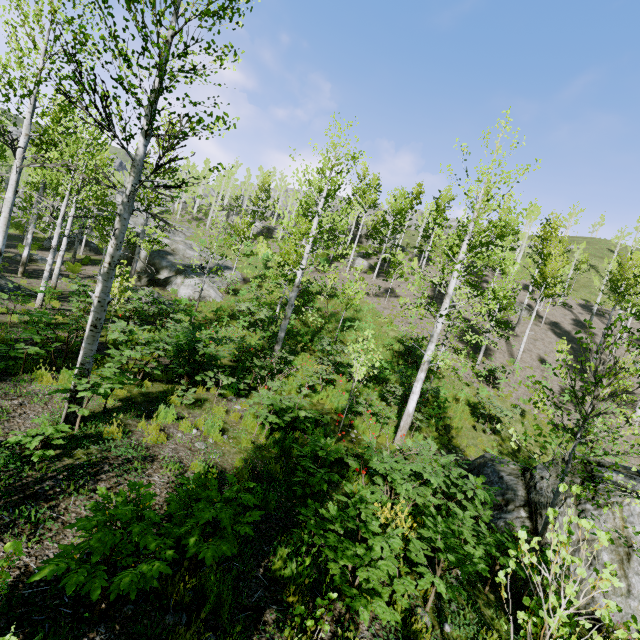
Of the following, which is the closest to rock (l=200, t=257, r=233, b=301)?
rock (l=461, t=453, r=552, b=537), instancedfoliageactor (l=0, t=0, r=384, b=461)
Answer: instancedfoliageactor (l=0, t=0, r=384, b=461)

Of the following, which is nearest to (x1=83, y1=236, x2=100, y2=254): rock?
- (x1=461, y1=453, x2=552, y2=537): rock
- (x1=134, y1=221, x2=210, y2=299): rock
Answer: (x1=134, y1=221, x2=210, y2=299): rock

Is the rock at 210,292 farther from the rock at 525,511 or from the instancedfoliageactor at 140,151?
the rock at 525,511

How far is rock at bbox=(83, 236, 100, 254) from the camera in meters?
27.7 m

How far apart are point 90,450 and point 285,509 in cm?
333

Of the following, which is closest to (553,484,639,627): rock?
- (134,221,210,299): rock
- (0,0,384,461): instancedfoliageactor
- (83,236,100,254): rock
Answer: (0,0,384,461): instancedfoliageactor

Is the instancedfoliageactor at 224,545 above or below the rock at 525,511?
above

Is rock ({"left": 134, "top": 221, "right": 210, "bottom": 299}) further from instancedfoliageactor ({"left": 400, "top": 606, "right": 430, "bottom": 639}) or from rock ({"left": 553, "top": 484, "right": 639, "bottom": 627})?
rock ({"left": 553, "top": 484, "right": 639, "bottom": 627})
